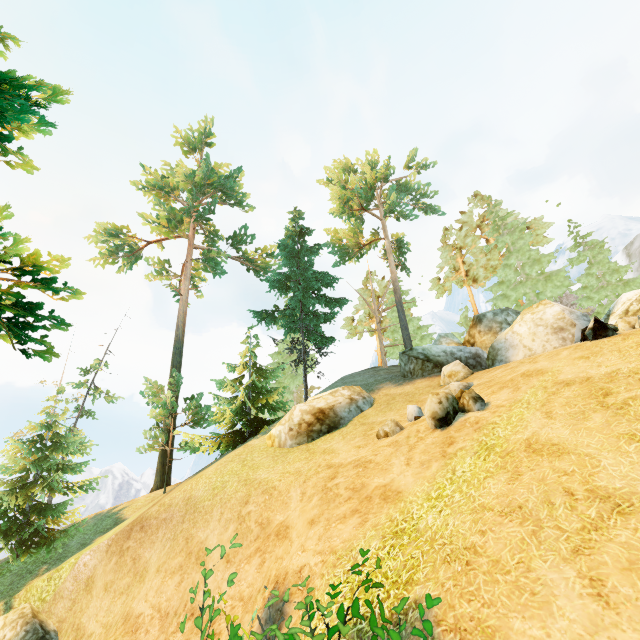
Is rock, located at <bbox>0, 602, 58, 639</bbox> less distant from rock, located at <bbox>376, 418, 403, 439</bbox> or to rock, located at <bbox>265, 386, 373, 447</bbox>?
rock, located at <bbox>265, 386, 373, 447</bbox>

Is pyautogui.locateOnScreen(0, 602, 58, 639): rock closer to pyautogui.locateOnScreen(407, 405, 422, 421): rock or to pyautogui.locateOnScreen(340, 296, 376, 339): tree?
pyautogui.locateOnScreen(340, 296, 376, 339): tree

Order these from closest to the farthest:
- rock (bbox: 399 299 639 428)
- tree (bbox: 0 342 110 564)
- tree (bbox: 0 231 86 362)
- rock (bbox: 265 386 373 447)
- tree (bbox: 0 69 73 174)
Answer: tree (bbox: 0 69 73 174), tree (bbox: 0 231 86 362), rock (bbox: 399 299 639 428), rock (bbox: 265 386 373 447), tree (bbox: 0 342 110 564)

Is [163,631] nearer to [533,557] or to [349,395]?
[533,557]

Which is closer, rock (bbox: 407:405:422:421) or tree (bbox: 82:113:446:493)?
rock (bbox: 407:405:422:421)

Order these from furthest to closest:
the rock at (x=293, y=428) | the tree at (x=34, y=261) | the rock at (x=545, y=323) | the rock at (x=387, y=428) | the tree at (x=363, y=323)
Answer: the tree at (x=363, y=323), the rock at (x=293, y=428), the rock at (x=387, y=428), the rock at (x=545, y=323), the tree at (x=34, y=261)

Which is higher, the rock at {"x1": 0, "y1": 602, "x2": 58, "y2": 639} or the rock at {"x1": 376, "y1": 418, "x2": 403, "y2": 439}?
the rock at {"x1": 376, "y1": 418, "x2": 403, "y2": 439}

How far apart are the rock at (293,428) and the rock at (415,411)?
3.87m
